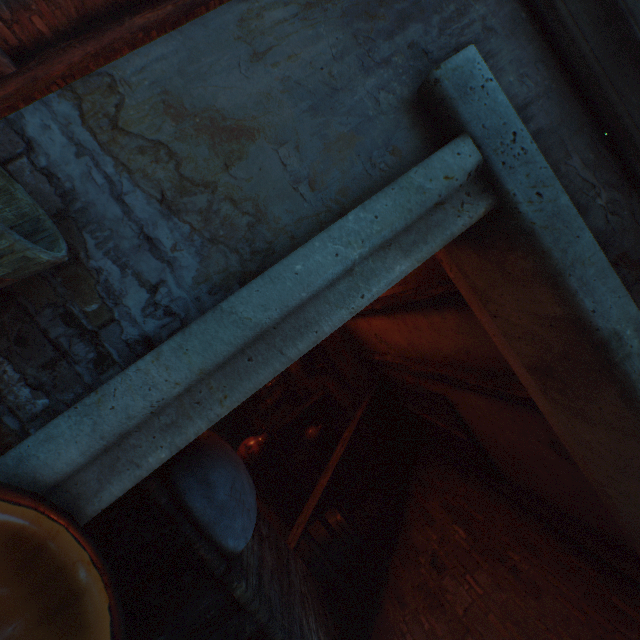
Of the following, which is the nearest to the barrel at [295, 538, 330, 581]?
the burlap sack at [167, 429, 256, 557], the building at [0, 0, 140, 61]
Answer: the building at [0, 0, 140, 61]

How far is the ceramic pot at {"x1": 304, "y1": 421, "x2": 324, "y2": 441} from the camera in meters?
6.0 m

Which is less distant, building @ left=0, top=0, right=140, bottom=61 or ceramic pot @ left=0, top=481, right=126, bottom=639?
ceramic pot @ left=0, top=481, right=126, bottom=639

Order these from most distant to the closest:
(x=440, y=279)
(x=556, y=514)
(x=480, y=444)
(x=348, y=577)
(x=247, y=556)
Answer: (x=348, y=577)
(x=480, y=444)
(x=556, y=514)
(x=440, y=279)
(x=247, y=556)

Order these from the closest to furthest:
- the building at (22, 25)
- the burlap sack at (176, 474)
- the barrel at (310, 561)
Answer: the burlap sack at (176, 474), the building at (22, 25), the barrel at (310, 561)

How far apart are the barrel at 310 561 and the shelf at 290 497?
0.7m

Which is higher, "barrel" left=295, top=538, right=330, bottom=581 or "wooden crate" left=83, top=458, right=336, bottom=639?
"wooden crate" left=83, top=458, right=336, bottom=639

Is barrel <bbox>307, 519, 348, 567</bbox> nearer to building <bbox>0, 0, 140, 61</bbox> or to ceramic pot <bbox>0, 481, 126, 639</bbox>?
building <bbox>0, 0, 140, 61</bbox>
